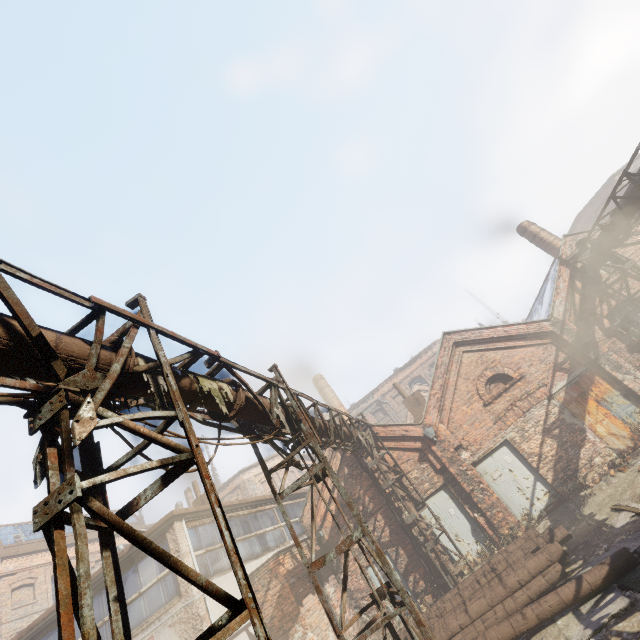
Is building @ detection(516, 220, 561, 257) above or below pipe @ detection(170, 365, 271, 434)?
above

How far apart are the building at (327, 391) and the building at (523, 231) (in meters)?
15.02

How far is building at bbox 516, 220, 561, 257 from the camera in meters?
16.9

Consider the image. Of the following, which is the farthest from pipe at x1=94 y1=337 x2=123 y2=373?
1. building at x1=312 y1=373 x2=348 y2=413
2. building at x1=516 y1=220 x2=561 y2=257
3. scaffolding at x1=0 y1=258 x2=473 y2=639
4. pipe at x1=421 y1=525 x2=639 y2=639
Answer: building at x1=312 y1=373 x2=348 y2=413

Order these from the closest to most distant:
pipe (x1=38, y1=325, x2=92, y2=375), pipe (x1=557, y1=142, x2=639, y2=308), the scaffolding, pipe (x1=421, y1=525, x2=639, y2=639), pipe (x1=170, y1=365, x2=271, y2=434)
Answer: the scaffolding, pipe (x1=38, y1=325, x2=92, y2=375), pipe (x1=170, y1=365, x2=271, y2=434), pipe (x1=421, y1=525, x2=639, y2=639), pipe (x1=557, y1=142, x2=639, y2=308)

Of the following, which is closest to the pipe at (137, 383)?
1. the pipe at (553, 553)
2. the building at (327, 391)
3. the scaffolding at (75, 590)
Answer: the scaffolding at (75, 590)

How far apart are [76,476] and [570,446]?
14.8 meters
